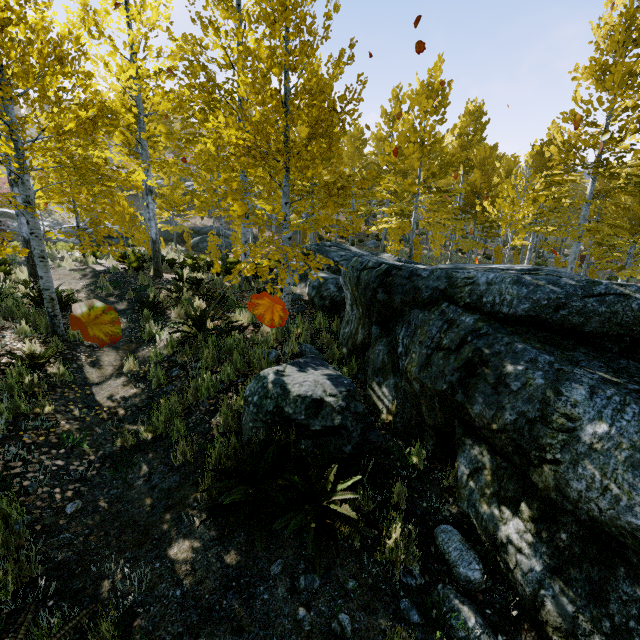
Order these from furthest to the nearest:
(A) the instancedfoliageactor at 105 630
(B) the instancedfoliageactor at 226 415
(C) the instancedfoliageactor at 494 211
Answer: (C) the instancedfoliageactor at 494 211 < (B) the instancedfoliageactor at 226 415 < (A) the instancedfoliageactor at 105 630

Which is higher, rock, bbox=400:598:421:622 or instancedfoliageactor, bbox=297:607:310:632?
instancedfoliageactor, bbox=297:607:310:632

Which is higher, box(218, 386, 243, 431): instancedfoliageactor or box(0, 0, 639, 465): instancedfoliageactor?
box(0, 0, 639, 465): instancedfoliageactor

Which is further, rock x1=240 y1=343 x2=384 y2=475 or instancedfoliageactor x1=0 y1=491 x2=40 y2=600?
rock x1=240 y1=343 x2=384 y2=475

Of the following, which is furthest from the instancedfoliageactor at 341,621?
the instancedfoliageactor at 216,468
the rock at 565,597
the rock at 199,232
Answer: the instancedfoliageactor at 216,468

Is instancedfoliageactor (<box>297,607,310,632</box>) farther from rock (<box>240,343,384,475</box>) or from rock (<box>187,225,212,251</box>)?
rock (<box>187,225,212,251</box>)

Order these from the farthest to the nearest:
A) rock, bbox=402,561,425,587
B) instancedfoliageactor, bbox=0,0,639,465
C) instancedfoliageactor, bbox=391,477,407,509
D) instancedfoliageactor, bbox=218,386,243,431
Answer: instancedfoliageactor, bbox=0,0,639,465 → instancedfoliageactor, bbox=218,386,243,431 → instancedfoliageactor, bbox=391,477,407,509 → rock, bbox=402,561,425,587

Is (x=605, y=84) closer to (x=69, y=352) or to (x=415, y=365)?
(x=415, y=365)
